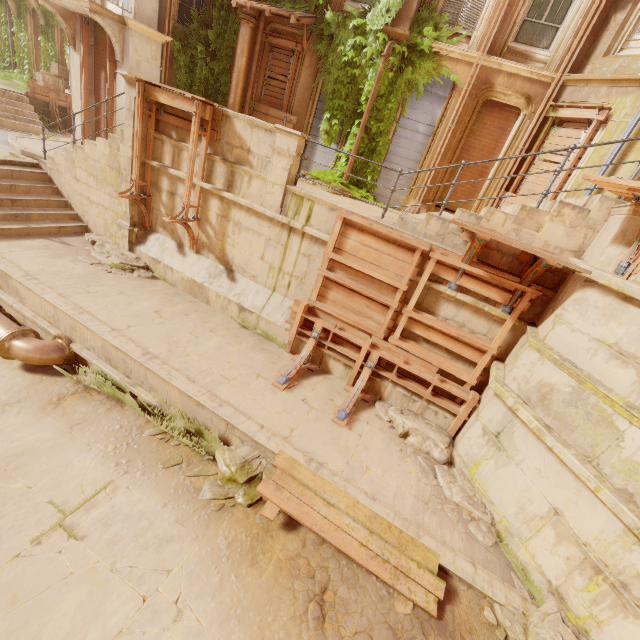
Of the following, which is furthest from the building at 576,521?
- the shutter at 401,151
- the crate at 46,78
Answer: the crate at 46,78

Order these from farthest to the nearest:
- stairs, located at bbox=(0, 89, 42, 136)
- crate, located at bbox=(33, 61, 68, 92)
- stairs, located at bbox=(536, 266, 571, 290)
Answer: crate, located at bbox=(33, 61, 68, 92)
stairs, located at bbox=(0, 89, 42, 136)
stairs, located at bbox=(536, 266, 571, 290)

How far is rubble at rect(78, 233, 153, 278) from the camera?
8.8 meters

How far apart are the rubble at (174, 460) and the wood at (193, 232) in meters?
5.1

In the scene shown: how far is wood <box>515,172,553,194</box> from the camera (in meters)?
9.30

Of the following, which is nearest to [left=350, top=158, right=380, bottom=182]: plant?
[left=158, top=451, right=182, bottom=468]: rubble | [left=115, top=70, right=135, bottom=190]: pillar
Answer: [left=115, top=70, right=135, bottom=190]: pillar

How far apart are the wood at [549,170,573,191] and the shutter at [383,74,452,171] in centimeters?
274cm

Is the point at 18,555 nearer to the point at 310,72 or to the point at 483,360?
the point at 483,360
